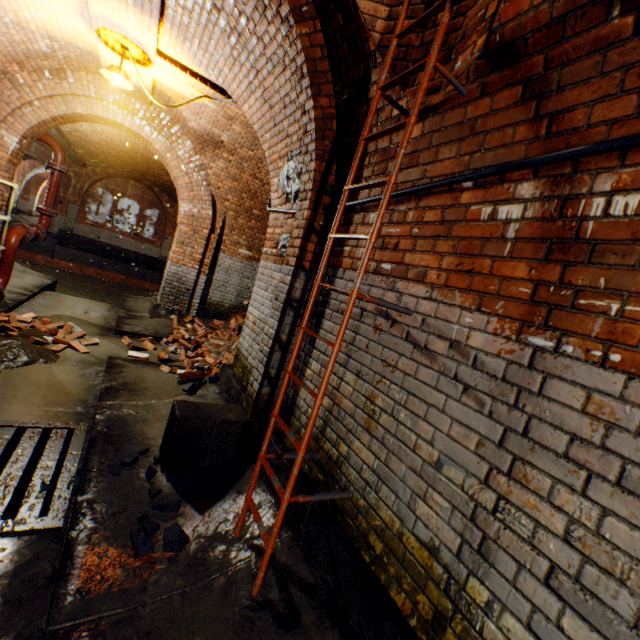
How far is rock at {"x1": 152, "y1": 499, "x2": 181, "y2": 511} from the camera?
2.4m

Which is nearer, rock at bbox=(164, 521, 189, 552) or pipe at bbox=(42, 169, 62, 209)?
rock at bbox=(164, 521, 189, 552)

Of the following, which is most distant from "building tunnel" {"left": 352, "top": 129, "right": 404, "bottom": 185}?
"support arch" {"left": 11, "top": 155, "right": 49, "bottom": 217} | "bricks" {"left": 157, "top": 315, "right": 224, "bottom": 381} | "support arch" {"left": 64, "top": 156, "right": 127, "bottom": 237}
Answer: "support arch" {"left": 11, "top": 155, "right": 49, "bottom": 217}

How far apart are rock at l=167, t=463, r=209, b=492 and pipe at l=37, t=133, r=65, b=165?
7.7 meters

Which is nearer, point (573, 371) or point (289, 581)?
point (573, 371)

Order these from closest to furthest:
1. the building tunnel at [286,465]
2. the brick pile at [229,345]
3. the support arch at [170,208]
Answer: the building tunnel at [286,465]
the brick pile at [229,345]
the support arch at [170,208]

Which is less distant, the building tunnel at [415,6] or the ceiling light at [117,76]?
the building tunnel at [415,6]

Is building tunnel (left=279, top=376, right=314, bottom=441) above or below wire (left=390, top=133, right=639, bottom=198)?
below
